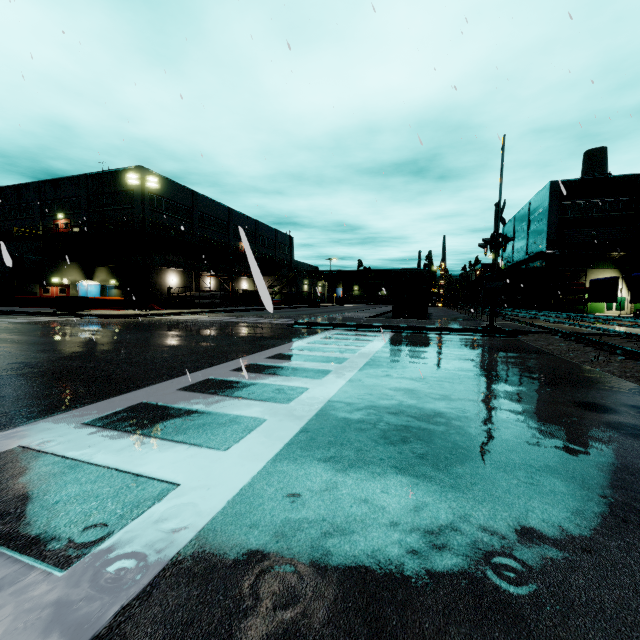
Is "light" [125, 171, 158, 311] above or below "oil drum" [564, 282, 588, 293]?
above

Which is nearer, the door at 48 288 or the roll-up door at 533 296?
the door at 48 288

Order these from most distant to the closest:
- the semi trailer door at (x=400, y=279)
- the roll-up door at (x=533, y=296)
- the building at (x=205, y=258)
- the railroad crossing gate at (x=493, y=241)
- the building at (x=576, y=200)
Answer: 1. the roll-up door at (x=533, y=296)
2. the building at (x=205, y=258)
3. the building at (x=576, y=200)
4. the semi trailer door at (x=400, y=279)
5. the railroad crossing gate at (x=493, y=241)

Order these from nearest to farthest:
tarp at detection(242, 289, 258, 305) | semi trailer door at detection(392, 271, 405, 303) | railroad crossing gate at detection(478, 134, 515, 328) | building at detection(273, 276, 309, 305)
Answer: railroad crossing gate at detection(478, 134, 515, 328) → semi trailer door at detection(392, 271, 405, 303) → tarp at detection(242, 289, 258, 305) → building at detection(273, 276, 309, 305)

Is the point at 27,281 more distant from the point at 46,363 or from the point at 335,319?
the point at 46,363

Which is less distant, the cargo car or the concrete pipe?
the concrete pipe

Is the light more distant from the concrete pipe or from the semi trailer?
the concrete pipe

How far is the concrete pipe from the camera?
36.16m
